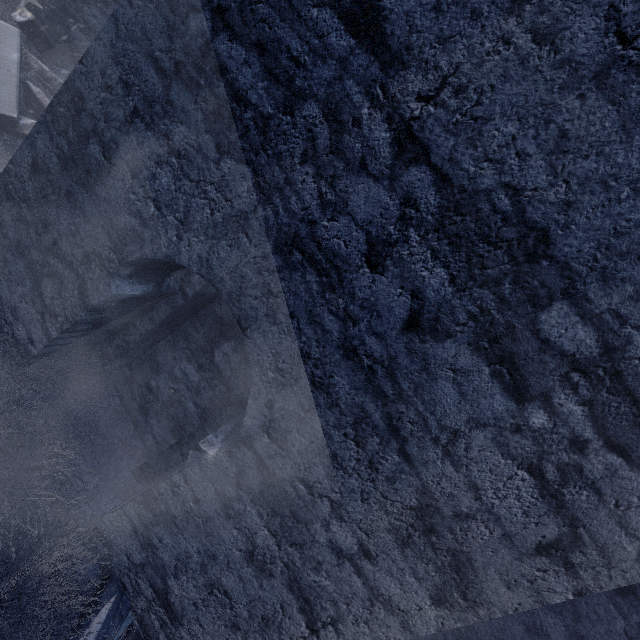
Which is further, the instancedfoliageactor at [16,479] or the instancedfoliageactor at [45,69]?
the instancedfoliageactor at [45,69]

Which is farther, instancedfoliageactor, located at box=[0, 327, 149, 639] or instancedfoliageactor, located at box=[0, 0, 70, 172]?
instancedfoliageactor, located at box=[0, 0, 70, 172]

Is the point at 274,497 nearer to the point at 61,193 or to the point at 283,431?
the point at 283,431

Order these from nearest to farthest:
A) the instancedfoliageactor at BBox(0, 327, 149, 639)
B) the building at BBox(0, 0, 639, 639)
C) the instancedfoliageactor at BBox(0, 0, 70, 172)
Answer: the building at BBox(0, 0, 639, 639) → the instancedfoliageactor at BBox(0, 327, 149, 639) → the instancedfoliageactor at BBox(0, 0, 70, 172)

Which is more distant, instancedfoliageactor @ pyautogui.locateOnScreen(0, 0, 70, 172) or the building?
instancedfoliageactor @ pyautogui.locateOnScreen(0, 0, 70, 172)

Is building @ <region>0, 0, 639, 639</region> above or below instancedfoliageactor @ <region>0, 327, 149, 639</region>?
above

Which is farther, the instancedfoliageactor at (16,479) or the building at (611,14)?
the instancedfoliageactor at (16,479)
